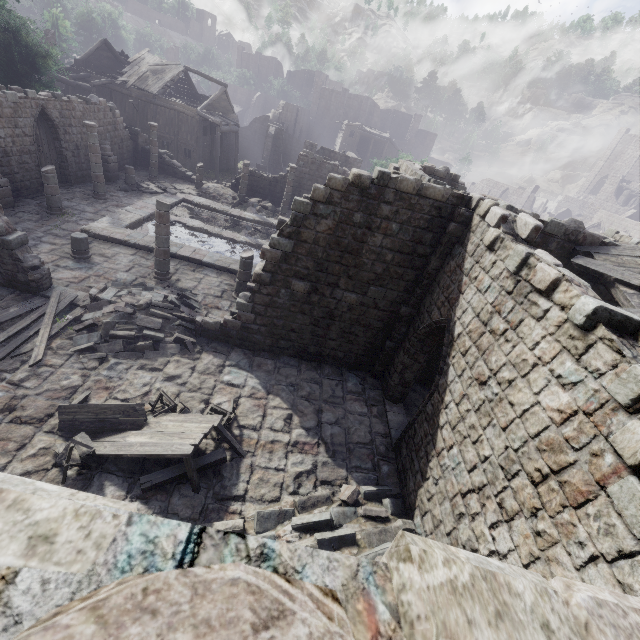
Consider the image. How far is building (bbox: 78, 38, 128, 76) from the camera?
33.3 meters

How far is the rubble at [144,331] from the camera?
9.87m

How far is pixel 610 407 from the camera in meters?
3.9 m

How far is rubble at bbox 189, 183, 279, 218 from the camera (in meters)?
24.78

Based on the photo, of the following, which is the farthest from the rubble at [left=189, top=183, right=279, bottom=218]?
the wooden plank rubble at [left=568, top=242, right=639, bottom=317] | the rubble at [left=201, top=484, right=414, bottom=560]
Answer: the rubble at [left=201, top=484, right=414, bottom=560]

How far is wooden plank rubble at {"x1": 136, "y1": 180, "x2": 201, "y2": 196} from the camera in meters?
22.0

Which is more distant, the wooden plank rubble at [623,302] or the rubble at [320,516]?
the wooden plank rubble at [623,302]

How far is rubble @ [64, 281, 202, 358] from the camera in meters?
9.9 m
